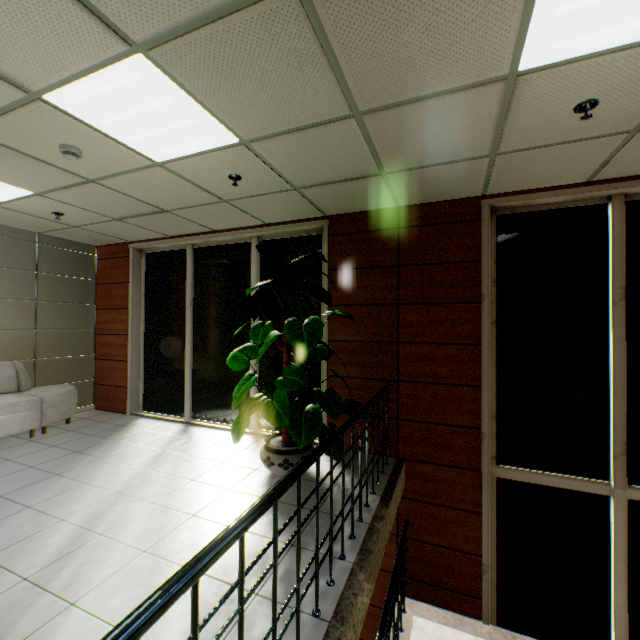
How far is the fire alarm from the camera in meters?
2.8

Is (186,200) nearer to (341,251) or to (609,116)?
(341,251)

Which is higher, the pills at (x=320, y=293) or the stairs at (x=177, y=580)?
the pills at (x=320, y=293)

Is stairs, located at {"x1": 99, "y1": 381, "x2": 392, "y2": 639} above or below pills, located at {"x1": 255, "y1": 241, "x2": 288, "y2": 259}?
below

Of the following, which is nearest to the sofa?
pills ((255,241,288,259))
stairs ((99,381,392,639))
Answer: pills ((255,241,288,259))

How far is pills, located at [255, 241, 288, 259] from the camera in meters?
3.5

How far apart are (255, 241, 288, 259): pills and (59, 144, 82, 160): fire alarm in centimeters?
174cm

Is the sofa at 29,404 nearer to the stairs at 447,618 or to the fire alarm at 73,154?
the fire alarm at 73,154
